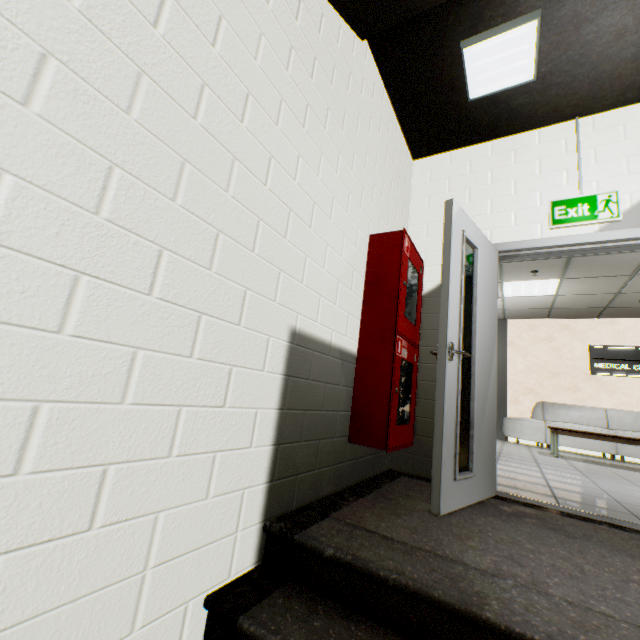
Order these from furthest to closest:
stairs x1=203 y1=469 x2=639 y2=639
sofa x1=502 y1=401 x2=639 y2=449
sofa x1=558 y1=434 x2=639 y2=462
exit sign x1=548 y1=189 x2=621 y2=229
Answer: sofa x1=502 y1=401 x2=639 y2=449, sofa x1=558 y1=434 x2=639 y2=462, exit sign x1=548 y1=189 x2=621 y2=229, stairs x1=203 y1=469 x2=639 y2=639

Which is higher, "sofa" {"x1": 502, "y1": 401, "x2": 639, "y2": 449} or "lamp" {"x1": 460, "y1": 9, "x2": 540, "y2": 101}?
"lamp" {"x1": 460, "y1": 9, "x2": 540, "y2": 101}

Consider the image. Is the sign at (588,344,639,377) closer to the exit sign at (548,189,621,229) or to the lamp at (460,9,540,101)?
the exit sign at (548,189,621,229)

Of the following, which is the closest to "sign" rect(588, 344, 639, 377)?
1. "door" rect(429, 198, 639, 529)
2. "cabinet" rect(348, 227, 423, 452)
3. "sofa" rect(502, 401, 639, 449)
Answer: "sofa" rect(502, 401, 639, 449)

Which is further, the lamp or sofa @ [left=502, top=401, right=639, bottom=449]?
sofa @ [left=502, top=401, right=639, bottom=449]

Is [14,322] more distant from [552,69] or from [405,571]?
[552,69]

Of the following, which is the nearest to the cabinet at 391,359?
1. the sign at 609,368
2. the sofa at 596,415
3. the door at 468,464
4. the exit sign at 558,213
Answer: the door at 468,464

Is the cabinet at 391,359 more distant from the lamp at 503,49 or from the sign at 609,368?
the sign at 609,368
